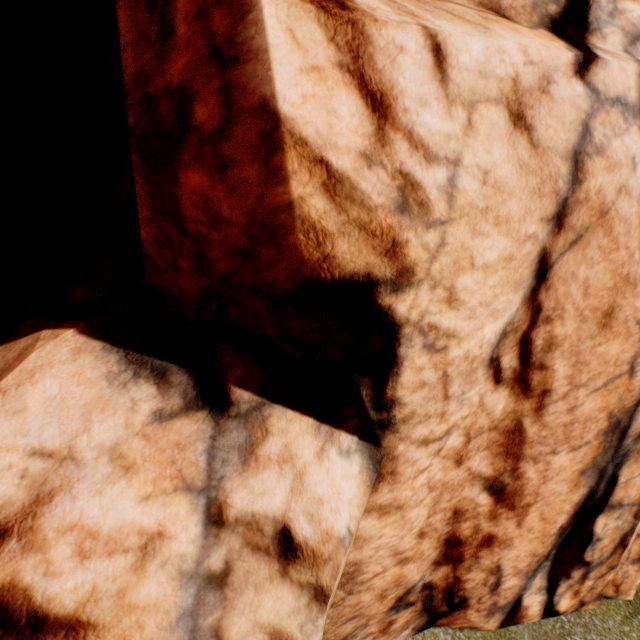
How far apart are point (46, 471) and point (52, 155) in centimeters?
314cm
